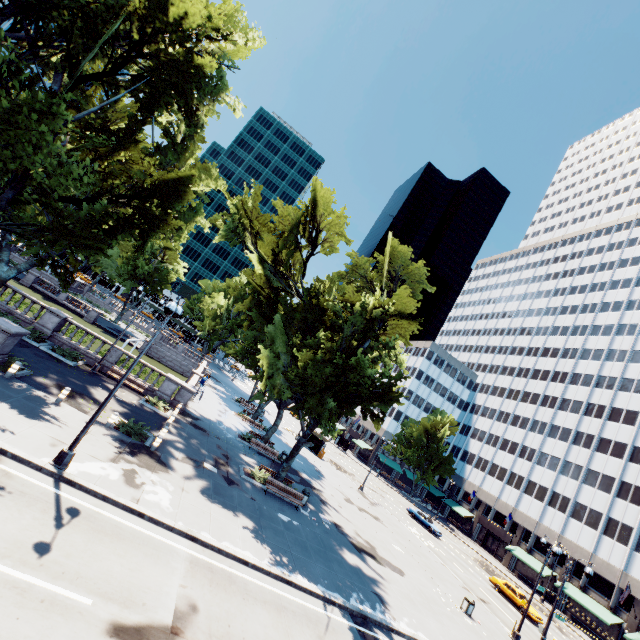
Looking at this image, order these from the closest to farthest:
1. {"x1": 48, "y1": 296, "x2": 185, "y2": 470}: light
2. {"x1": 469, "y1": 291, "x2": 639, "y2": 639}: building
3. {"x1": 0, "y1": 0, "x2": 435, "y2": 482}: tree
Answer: {"x1": 48, "y1": 296, "x2": 185, "y2": 470}: light, {"x1": 0, "y1": 0, "x2": 435, "y2": 482}: tree, {"x1": 469, "y1": 291, "x2": 639, "y2": 639}: building

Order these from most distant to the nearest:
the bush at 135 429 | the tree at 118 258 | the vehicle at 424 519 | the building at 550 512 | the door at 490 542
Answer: the tree at 118 258
the door at 490 542
the vehicle at 424 519
the building at 550 512
the bush at 135 429

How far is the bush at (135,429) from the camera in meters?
17.3 m

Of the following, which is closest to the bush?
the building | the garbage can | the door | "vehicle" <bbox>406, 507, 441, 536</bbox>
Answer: the garbage can

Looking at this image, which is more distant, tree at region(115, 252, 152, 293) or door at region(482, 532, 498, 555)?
tree at region(115, 252, 152, 293)

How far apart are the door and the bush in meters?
63.6 m

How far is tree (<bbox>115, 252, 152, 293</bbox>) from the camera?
58.62m

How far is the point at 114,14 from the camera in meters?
14.1 m
